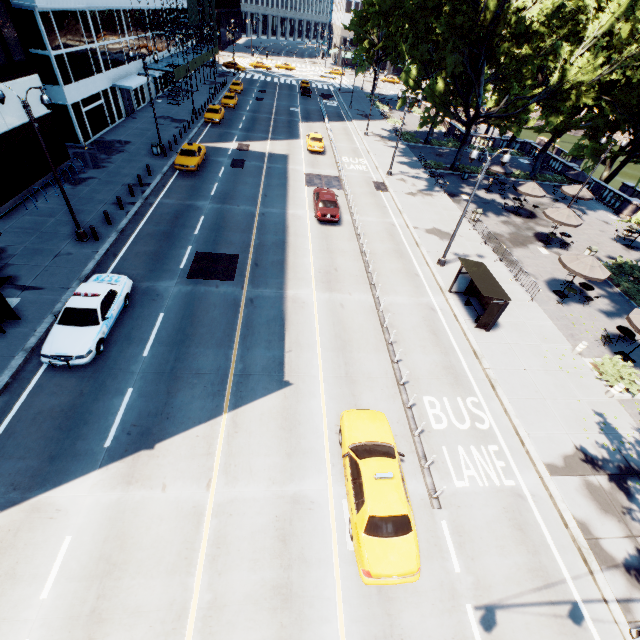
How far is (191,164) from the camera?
27.5m

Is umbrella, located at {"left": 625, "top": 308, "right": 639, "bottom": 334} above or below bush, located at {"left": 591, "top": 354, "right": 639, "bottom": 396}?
above

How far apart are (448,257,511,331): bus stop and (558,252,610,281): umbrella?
5.7 meters

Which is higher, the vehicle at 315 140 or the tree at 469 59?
the tree at 469 59

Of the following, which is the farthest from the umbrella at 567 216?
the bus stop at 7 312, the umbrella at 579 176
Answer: the bus stop at 7 312

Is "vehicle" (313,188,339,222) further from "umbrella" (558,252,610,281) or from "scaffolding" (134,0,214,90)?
"scaffolding" (134,0,214,90)

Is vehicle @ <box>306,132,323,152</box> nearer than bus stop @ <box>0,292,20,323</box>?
No

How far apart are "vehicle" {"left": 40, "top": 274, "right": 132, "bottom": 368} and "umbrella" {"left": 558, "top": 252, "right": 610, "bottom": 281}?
24.6m
